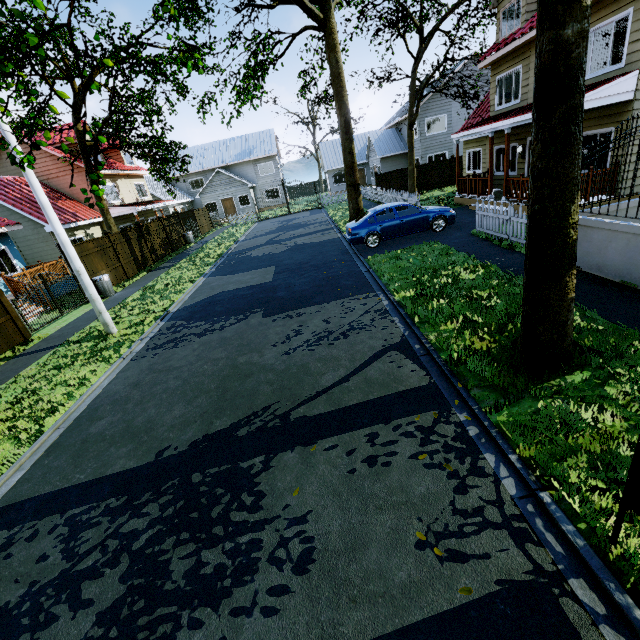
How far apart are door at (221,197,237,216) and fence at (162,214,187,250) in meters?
14.8

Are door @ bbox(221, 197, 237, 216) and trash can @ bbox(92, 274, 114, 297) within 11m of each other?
no

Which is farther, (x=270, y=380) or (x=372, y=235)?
(x=372, y=235)

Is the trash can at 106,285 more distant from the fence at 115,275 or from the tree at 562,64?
the tree at 562,64

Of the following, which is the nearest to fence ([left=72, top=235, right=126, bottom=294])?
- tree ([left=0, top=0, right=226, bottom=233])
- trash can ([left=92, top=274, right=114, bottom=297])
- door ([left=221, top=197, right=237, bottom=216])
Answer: trash can ([left=92, top=274, right=114, bottom=297])

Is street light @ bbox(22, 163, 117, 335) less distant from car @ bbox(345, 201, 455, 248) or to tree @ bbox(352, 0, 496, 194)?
tree @ bbox(352, 0, 496, 194)

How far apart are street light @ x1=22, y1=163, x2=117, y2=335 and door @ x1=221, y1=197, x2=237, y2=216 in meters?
32.6

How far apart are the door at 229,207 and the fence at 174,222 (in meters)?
14.84
